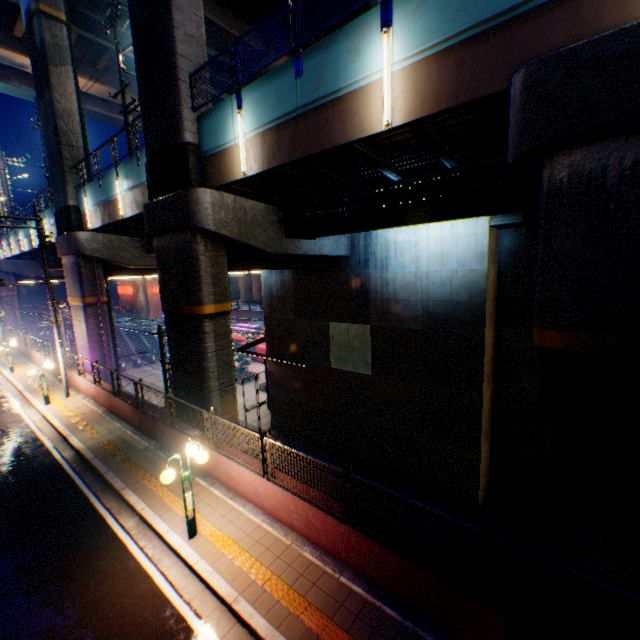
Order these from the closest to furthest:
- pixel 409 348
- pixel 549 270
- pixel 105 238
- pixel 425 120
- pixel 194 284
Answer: pixel 549 270 < pixel 425 120 < pixel 194 284 < pixel 409 348 < pixel 105 238

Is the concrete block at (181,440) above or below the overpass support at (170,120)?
below

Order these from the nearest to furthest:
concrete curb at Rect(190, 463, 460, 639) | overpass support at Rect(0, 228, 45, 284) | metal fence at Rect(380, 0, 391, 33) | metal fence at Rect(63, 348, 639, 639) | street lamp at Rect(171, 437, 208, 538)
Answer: metal fence at Rect(63, 348, 639, 639), concrete curb at Rect(190, 463, 460, 639), metal fence at Rect(380, 0, 391, 33), street lamp at Rect(171, 437, 208, 538), overpass support at Rect(0, 228, 45, 284)

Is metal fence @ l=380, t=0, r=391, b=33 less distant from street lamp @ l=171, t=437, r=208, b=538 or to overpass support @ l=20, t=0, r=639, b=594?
overpass support @ l=20, t=0, r=639, b=594

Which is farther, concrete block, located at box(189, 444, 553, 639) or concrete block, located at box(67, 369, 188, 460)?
concrete block, located at box(67, 369, 188, 460)

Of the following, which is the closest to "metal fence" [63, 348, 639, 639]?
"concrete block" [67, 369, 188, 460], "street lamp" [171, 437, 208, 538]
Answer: "concrete block" [67, 369, 188, 460]

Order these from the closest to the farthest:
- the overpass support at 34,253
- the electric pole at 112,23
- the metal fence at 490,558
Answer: the metal fence at 490,558 → the electric pole at 112,23 → the overpass support at 34,253

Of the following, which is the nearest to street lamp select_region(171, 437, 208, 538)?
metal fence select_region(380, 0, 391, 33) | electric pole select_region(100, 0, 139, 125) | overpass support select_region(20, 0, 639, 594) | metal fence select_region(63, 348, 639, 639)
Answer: metal fence select_region(63, 348, 639, 639)
